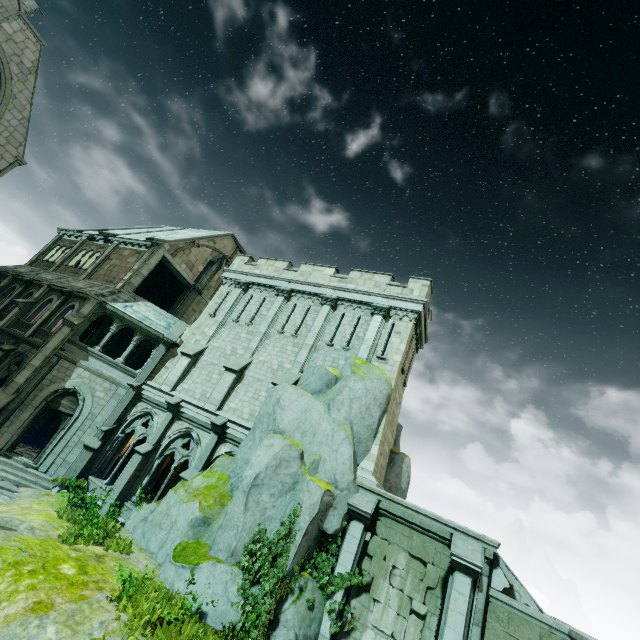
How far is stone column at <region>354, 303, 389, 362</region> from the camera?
16.03m

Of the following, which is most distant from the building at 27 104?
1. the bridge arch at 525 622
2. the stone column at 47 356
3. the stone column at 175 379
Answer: the bridge arch at 525 622

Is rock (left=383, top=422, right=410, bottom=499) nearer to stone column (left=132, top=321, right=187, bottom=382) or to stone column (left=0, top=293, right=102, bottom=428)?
stone column (left=132, top=321, right=187, bottom=382)

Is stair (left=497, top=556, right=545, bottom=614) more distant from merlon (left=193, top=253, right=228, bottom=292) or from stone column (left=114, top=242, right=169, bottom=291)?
merlon (left=193, top=253, right=228, bottom=292)

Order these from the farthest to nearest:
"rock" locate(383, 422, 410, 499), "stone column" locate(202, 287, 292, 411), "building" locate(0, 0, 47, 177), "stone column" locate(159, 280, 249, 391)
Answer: "stone column" locate(159, 280, 249, 391) → "building" locate(0, 0, 47, 177) → "stone column" locate(202, 287, 292, 411) → "rock" locate(383, 422, 410, 499)

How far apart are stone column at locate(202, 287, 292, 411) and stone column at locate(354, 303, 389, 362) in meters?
5.2

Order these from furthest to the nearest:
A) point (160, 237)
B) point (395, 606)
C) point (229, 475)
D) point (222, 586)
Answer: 1. point (160, 237)
2. point (229, 475)
3. point (395, 606)
4. point (222, 586)

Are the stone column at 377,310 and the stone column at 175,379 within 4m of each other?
no
